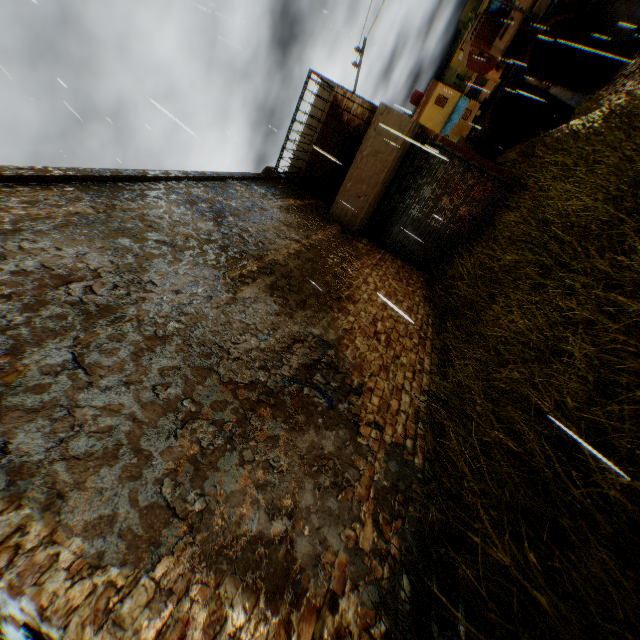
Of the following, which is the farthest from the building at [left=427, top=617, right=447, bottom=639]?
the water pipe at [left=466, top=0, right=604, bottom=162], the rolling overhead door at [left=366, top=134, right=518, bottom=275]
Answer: the water pipe at [left=466, top=0, right=604, bottom=162]

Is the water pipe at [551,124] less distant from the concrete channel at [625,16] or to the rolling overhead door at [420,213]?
the concrete channel at [625,16]

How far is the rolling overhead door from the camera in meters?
9.3

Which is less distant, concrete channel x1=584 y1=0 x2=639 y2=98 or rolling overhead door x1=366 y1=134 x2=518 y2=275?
rolling overhead door x1=366 y1=134 x2=518 y2=275

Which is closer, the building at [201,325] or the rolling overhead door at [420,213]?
the building at [201,325]

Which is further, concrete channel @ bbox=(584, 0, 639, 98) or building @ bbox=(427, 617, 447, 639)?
concrete channel @ bbox=(584, 0, 639, 98)

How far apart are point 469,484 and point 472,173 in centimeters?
933cm
